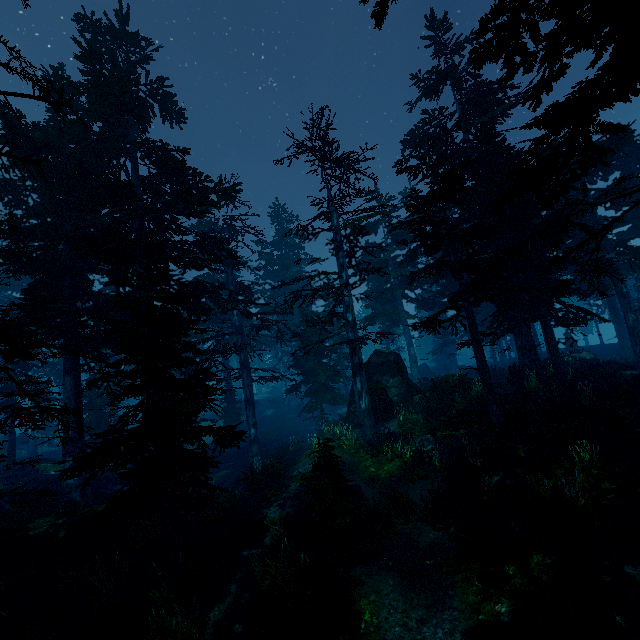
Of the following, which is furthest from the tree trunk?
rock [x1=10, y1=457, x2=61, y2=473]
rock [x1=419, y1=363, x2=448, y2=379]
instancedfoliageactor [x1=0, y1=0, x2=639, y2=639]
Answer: rock [x1=10, y1=457, x2=61, y2=473]

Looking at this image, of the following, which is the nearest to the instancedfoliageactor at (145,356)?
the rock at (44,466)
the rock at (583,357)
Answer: the rock at (44,466)

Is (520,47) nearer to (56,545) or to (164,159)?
(164,159)

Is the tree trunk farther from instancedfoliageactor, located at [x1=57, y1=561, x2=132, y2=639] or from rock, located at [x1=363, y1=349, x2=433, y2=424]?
rock, located at [x1=363, y1=349, x2=433, y2=424]

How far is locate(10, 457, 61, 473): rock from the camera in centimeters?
2151cm

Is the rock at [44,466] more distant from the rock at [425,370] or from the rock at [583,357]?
the rock at [425,370]

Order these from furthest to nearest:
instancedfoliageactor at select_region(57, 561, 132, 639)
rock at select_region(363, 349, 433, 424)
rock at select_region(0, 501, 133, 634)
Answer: rock at select_region(363, 349, 433, 424) < rock at select_region(0, 501, 133, 634) < instancedfoliageactor at select_region(57, 561, 132, 639)

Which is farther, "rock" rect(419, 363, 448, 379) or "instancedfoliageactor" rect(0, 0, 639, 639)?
"rock" rect(419, 363, 448, 379)
